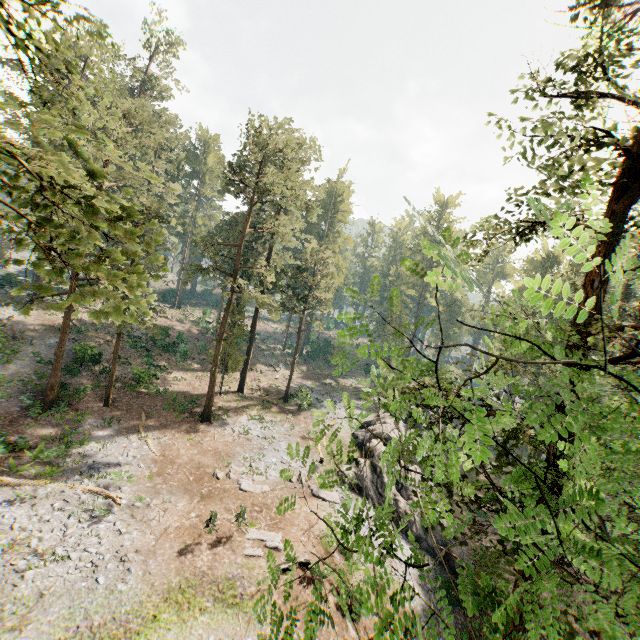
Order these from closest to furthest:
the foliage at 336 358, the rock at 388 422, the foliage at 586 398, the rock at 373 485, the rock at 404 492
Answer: the foliage at 586 398 → the foliage at 336 358 → the rock at 404 492 → the rock at 373 485 → the rock at 388 422

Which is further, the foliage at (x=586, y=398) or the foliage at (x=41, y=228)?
the foliage at (x=41, y=228)

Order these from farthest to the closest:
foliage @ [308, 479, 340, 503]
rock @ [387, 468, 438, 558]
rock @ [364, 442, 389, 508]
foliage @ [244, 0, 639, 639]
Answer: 1. rock @ [364, 442, 389, 508]
2. rock @ [387, 468, 438, 558]
3. foliage @ [308, 479, 340, 503]
4. foliage @ [244, 0, 639, 639]

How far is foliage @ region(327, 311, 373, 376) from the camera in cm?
301

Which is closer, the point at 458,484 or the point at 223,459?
the point at 458,484

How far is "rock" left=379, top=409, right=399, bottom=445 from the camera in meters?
29.4

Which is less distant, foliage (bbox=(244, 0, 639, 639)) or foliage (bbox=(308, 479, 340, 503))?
foliage (bbox=(244, 0, 639, 639))
